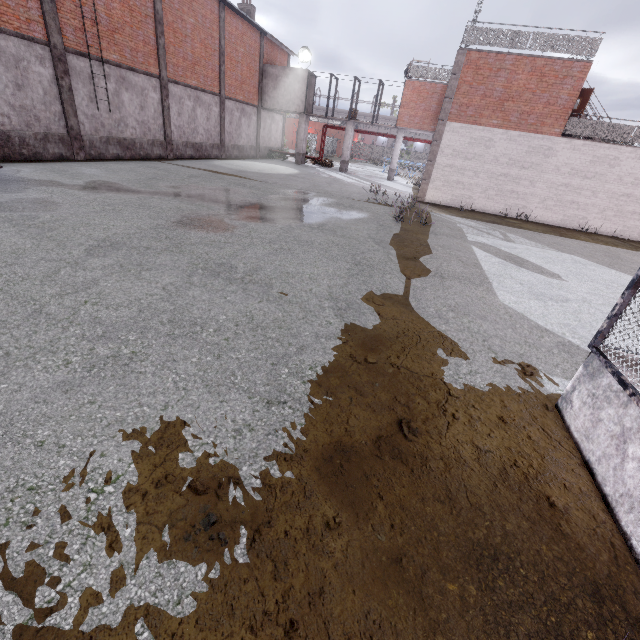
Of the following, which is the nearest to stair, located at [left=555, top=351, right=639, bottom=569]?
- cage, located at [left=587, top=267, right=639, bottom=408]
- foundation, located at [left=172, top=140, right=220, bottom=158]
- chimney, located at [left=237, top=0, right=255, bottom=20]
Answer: cage, located at [left=587, top=267, right=639, bottom=408]

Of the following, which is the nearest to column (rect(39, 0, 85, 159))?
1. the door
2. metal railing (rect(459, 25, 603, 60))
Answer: metal railing (rect(459, 25, 603, 60))

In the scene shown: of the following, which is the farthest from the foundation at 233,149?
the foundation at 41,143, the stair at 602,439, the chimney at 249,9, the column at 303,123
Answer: the stair at 602,439

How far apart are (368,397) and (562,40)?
20.8m

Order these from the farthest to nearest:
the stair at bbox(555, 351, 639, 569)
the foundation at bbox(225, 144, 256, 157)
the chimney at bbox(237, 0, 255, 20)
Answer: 1. the chimney at bbox(237, 0, 255, 20)
2. the foundation at bbox(225, 144, 256, 157)
3. the stair at bbox(555, 351, 639, 569)

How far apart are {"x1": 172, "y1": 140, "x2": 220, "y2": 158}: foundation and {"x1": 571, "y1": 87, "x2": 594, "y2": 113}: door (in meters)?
21.25

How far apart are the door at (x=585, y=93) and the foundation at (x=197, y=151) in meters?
21.2

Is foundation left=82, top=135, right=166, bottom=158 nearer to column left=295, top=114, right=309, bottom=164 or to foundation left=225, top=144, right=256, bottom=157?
foundation left=225, top=144, right=256, bottom=157
